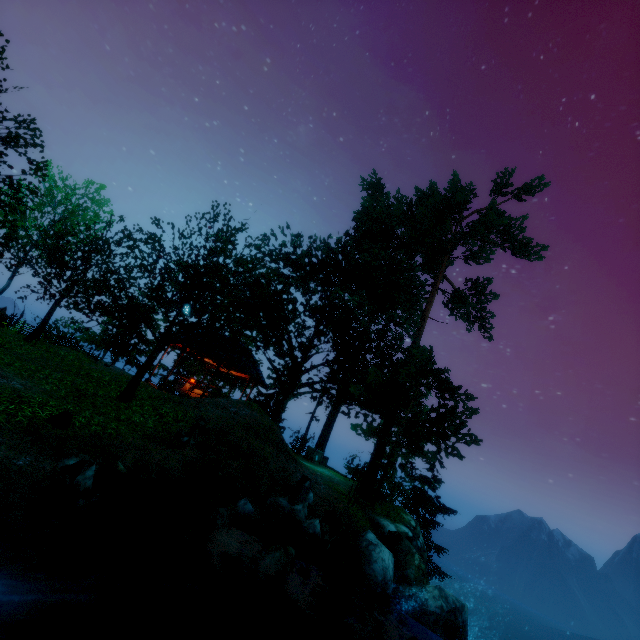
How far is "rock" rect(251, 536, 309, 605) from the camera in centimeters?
677cm

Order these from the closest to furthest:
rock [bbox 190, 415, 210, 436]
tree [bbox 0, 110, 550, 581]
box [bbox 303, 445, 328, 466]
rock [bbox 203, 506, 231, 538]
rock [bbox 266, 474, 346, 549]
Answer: rock [bbox 203, 506, 231, 538] < rock [bbox 266, 474, 346, 549] < rock [bbox 190, 415, 210, 436] < tree [bbox 0, 110, 550, 581] < box [bbox 303, 445, 328, 466]

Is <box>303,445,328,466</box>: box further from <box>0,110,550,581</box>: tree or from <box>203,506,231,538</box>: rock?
<box>203,506,231,538</box>: rock

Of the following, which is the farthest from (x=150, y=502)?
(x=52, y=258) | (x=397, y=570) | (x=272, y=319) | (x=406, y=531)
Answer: (x=52, y=258)

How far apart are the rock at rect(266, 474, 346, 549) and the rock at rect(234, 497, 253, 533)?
0.74m

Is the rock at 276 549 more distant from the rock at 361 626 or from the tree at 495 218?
the tree at 495 218

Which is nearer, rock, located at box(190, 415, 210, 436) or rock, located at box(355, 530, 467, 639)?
rock, located at box(355, 530, 467, 639)

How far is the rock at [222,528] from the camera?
7.46m
